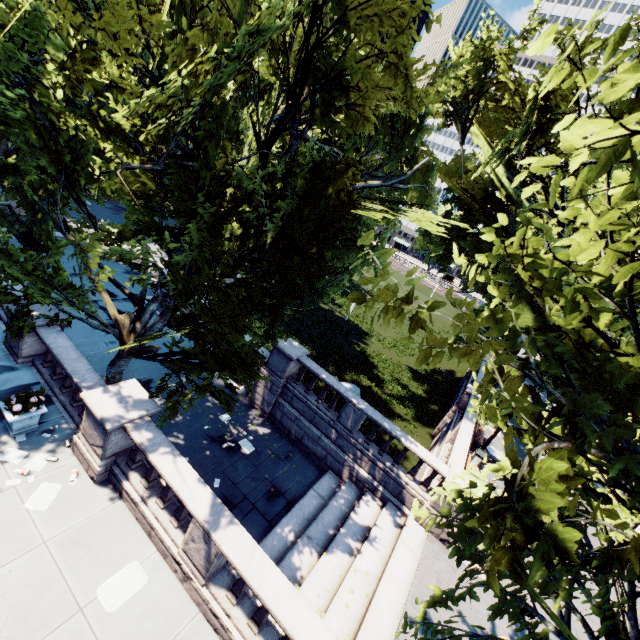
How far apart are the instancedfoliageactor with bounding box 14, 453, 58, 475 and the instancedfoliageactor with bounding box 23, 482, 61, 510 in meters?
0.4 m

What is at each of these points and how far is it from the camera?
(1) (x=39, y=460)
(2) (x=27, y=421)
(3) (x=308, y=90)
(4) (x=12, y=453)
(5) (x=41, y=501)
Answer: (1) instancedfoliageactor, 8.7m
(2) planter, 9.0m
(3) tree, 8.6m
(4) instancedfoliageactor, 8.6m
(5) instancedfoliageactor, 8.0m

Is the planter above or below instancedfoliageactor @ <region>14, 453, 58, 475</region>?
above

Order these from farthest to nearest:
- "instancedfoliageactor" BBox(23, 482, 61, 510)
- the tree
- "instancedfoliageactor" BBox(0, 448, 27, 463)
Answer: "instancedfoliageactor" BBox(0, 448, 27, 463) → "instancedfoliageactor" BBox(23, 482, 61, 510) → the tree

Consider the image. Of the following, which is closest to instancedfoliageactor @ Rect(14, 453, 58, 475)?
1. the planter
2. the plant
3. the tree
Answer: the planter

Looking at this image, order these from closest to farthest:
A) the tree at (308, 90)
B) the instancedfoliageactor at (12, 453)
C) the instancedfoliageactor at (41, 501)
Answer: the tree at (308, 90) < the instancedfoliageactor at (41, 501) < the instancedfoliageactor at (12, 453)

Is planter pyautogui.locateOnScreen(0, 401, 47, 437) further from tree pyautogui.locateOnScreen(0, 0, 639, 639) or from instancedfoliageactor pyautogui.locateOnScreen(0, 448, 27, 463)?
tree pyautogui.locateOnScreen(0, 0, 639, 639)

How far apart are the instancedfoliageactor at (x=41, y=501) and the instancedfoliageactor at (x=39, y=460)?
0.4 meters
